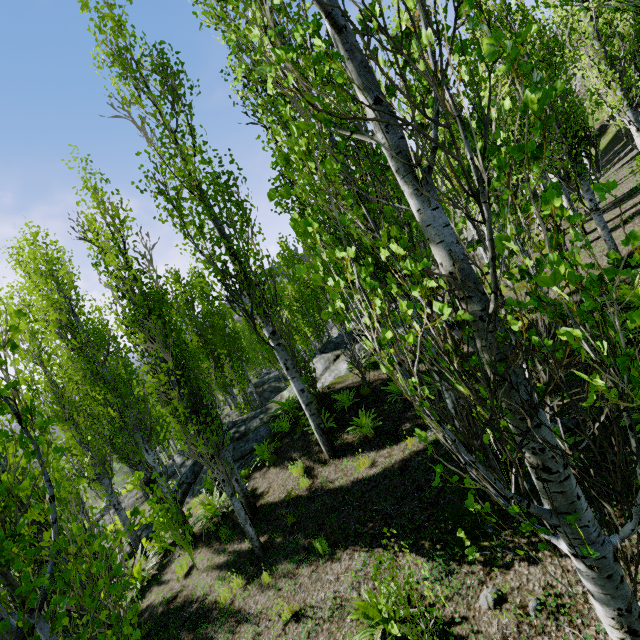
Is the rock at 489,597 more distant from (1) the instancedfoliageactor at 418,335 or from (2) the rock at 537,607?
(2) the rock at 537,607

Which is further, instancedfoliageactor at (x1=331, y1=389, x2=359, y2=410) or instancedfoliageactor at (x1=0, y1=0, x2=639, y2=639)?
instancedfoliageactor at (x1=331, y1=389, x2=359, y2=410)

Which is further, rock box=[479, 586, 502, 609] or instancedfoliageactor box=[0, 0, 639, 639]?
rock box=[479, 586, 502, 609]

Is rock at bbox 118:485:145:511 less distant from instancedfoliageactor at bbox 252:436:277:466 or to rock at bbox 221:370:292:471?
instancedfoliageactor at bbox 252:436:277:466

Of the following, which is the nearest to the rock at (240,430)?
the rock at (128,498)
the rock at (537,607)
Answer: the rock at (128,498)

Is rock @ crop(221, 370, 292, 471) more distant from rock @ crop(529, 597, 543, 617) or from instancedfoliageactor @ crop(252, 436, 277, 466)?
rock @ crop(529, 597, 543, 617)

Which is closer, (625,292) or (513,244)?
(625,292)
